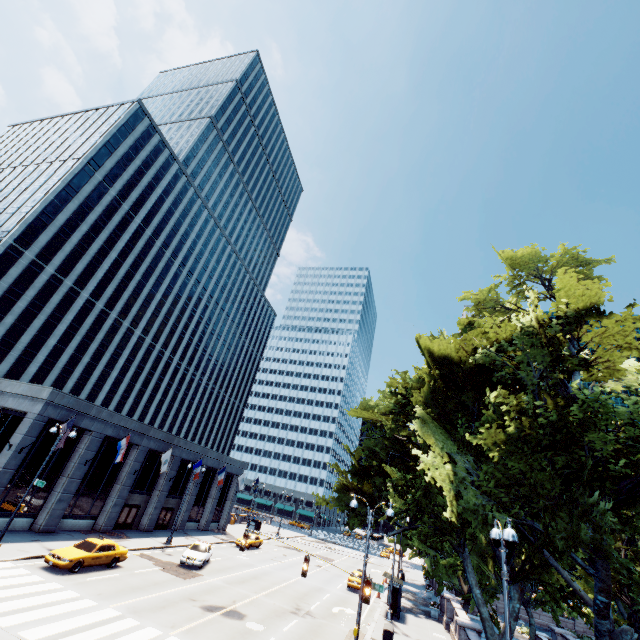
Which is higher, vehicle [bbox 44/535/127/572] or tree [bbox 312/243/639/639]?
tree [bbox 312/243/639/639]

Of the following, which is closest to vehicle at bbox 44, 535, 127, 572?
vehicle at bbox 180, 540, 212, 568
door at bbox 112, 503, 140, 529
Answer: vehicle at bbox 180, 540, 212, 568

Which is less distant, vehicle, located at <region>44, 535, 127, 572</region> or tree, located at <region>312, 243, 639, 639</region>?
tree, located at <region>312, 243, 639, 639</region>

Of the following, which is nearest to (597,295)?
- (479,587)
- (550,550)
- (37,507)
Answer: (550,550)

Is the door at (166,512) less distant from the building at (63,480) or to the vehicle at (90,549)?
the building at (63,480)

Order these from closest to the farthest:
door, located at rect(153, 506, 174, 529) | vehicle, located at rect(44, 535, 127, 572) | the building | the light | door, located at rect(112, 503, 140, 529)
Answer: the light, vehicle, located at rect(44, 535, 127, 572), the building, door, located at rect(112, 503, 140, 529), door, located at rect(153, 506, 174, 529)

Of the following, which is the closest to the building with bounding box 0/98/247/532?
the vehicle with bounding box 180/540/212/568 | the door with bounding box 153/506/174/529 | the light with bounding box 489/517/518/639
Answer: the door with bounding box 153/506/174/529

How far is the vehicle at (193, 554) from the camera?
26.2 meters
